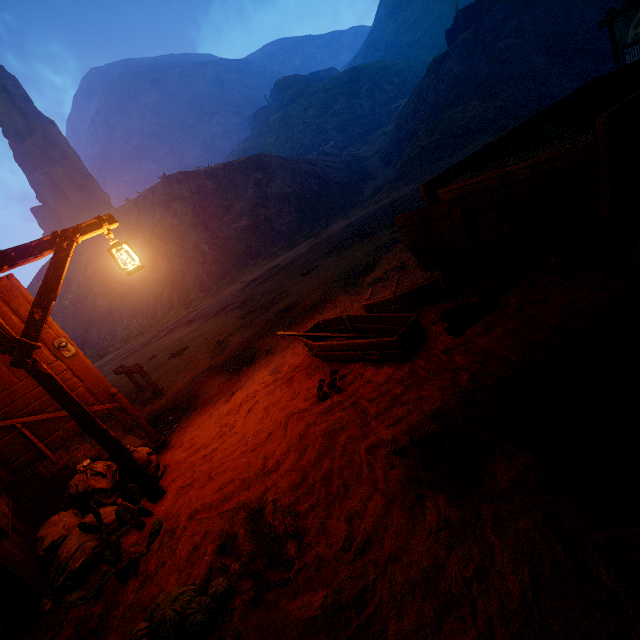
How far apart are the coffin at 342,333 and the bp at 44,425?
2.54m

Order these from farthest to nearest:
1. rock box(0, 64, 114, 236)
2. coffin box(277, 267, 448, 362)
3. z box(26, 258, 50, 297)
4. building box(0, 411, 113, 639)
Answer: rock box(0, 64, 114, 236), z box(26, 258, 50, 297), coffin box(277, 267, 448, 362), building box(0, 411, 113, 639)

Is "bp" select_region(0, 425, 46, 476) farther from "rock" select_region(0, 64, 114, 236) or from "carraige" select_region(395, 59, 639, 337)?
"rock" select_region(0, 64, 114, 236)

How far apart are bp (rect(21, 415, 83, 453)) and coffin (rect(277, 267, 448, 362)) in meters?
2.5 m

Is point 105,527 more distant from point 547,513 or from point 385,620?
point 547,513

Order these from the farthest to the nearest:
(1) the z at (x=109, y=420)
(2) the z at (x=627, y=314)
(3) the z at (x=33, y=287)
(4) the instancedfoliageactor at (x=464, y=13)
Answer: (3) the z at (x=33, y=287) → (4) the instancedfoliageactor at (x=464, y=13) → (1) the z at (x=109, y=420) → (2) the z at (x=627, y=314)

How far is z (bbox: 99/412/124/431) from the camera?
7.09m

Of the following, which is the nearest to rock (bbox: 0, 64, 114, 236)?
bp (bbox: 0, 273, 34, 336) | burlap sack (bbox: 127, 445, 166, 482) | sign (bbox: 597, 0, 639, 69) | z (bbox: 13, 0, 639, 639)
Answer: z (bbox: 13, 0, 639, 639)
